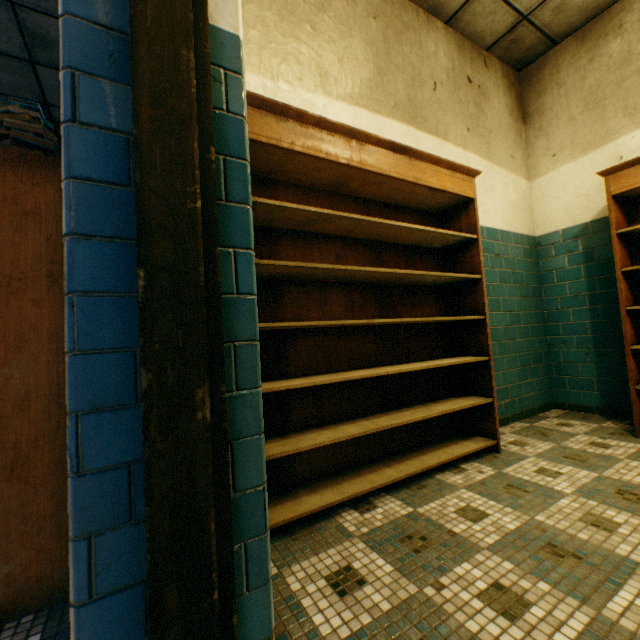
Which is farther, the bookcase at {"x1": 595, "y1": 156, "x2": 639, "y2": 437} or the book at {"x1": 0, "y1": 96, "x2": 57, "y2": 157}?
the bookcase at {"x1": 595, "y1": 156, "x2": 639, "y2": 437}

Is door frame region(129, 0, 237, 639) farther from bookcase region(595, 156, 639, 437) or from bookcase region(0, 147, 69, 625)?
bookcase region(595, 156, 639, 437)

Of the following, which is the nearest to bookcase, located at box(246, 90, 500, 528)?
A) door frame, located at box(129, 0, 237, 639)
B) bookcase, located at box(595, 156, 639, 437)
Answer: door frame, located at box(129, 0, 237, 639)

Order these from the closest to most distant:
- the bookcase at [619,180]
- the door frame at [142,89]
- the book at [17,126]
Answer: the door frame at [142,89] < the book at [17,126] < the bookcase at [619,180]

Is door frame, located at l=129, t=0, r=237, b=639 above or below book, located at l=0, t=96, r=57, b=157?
below

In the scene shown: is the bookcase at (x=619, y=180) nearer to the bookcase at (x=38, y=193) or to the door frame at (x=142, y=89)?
the door frame at (x=142, y=89)

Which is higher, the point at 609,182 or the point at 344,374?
the point at 609,182

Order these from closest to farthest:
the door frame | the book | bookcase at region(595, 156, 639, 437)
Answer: the door frame → the book → bookcase at region(595, 156, 639, 437)
